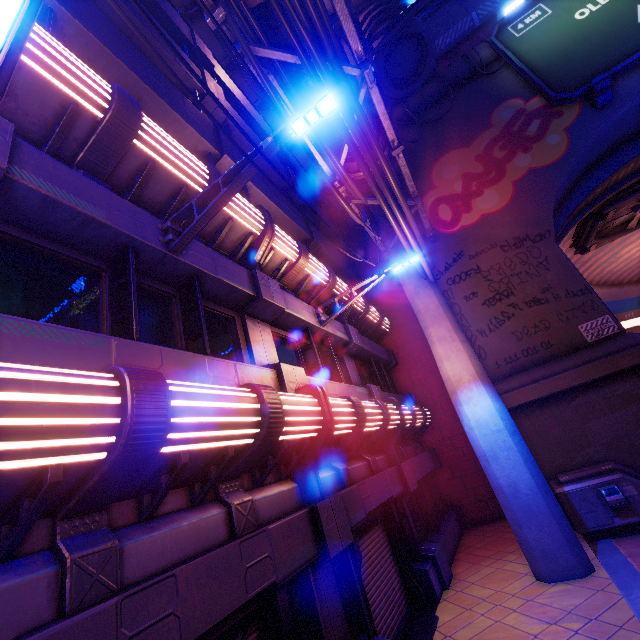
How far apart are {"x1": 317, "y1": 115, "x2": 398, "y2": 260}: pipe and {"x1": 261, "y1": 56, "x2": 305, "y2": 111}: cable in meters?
0.0

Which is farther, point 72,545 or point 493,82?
point 493,82

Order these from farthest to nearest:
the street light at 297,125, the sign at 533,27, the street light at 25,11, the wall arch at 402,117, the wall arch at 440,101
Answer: the wall arch at 402,117 < the wall arch at 440,101 < the sign at 533,27 < the street light at 297,125 < the street light at 25,11

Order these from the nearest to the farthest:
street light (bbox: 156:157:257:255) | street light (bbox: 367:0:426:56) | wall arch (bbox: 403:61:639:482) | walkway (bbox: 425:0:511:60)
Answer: street light (bbox: 156:157:257:255), wall arch (bbox: 403:61:639:482), street light (bbox: 367:0:426:56), walkway (bbox: 425:0:511:60)

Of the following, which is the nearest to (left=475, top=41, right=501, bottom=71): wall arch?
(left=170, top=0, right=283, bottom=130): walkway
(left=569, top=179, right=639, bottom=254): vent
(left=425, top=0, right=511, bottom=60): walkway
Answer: (left=170, top=0, right=283, bottom=130): walkway

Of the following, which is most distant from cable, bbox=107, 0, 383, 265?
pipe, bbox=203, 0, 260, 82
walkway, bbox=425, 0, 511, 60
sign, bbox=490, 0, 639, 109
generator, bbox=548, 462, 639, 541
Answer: walkway, bbox=425, 0, 511, 60

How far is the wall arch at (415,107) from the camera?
15.9 meters

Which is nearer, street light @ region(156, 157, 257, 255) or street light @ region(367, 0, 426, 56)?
street light @ region(156, 157, 257, 255)
